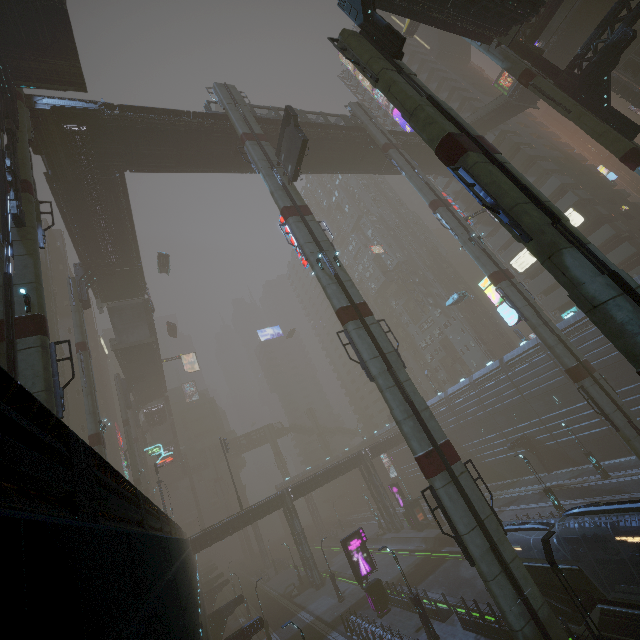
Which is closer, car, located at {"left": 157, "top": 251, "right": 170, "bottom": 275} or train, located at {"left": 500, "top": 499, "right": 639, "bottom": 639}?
train, located at {"left": 500, "top": 499, "right": 639, "bottom": 639}

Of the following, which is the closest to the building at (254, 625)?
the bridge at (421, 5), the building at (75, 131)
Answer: the bridge at (421, 5)

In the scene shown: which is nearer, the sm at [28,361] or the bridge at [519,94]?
the sm at [28,361]

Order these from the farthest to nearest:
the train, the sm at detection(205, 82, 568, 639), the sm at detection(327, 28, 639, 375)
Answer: the sm at detection(205, 82, 568, 639), the train, the sm at detection(327, 28, 639, 375)

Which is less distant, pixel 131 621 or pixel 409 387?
pixel 131 621

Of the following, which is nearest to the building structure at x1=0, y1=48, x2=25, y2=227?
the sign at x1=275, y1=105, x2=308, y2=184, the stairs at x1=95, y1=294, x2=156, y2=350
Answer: the sign at x1=275, y1=105, x2=308, y2=184

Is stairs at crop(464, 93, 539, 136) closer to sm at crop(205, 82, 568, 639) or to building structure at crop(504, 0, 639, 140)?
building structure at crop(504, 0, 639, 140)

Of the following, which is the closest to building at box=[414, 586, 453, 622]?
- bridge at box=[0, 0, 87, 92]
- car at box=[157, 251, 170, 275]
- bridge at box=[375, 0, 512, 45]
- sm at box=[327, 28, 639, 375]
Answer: bridge at box=[375, 0, 512, 45]
